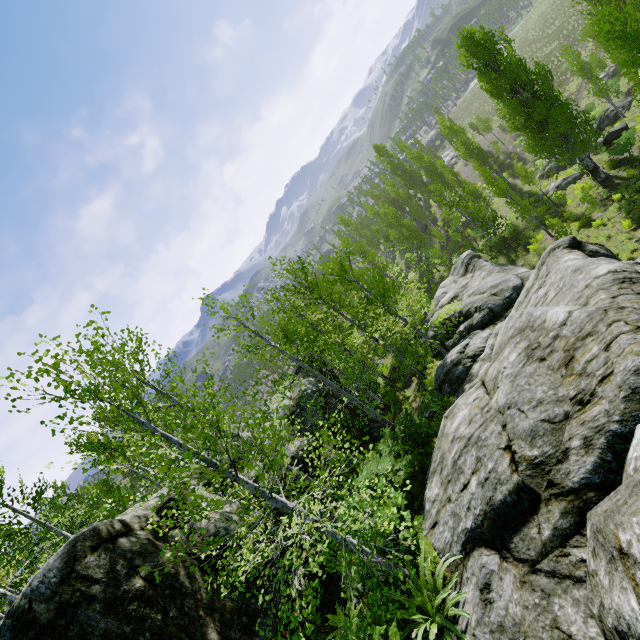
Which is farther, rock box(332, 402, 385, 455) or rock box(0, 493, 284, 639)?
rock box(332, 402, 385, 455)

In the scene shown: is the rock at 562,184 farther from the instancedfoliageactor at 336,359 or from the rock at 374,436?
the rock at 374,436

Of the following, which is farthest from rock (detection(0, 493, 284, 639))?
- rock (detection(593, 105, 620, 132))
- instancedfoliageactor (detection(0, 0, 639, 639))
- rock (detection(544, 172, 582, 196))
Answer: rock (detection(593, 105, 620, 132))

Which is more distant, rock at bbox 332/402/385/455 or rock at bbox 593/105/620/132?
rock at bbox 593/105/620/132

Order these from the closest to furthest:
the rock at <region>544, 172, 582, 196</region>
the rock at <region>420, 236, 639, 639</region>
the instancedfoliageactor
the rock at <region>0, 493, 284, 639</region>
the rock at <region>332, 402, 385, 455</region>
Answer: the rock at <region>420, 236, 639, 639</region>
the instancedfoliageactor
the rock at <region>0, 493, 284, 639</region>
the rock at <region>332, 402, 385, 455</region>
the rock at <region>544, 172, 582, 196</region>

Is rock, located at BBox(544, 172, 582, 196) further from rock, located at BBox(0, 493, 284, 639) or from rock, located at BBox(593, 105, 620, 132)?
rock, located at BBox(0, 493, 284, 639)

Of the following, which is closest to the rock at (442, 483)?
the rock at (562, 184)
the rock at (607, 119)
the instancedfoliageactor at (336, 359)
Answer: the instancedfoliageactor at (336, 359)

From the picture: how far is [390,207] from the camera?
38.2 meters
